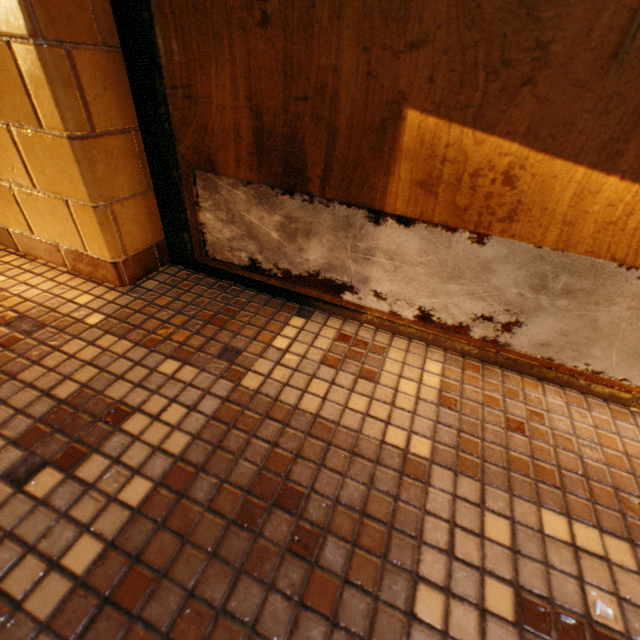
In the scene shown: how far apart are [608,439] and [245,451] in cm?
72
